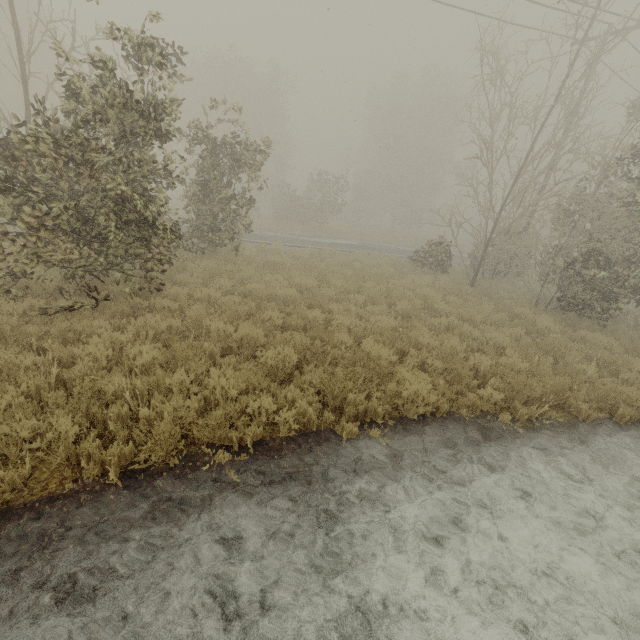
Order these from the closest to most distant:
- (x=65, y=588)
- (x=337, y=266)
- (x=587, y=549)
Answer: Answer:
1. (x=65, y=588)
2. (x=587, y=549)
3. (x=337, y=266)

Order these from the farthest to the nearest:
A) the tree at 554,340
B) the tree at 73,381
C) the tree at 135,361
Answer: the tree at 554,340, the tree at 135,361, the tree at 73,381

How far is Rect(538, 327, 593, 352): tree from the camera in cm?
846

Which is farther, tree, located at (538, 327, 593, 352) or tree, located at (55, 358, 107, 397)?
tree, located at (538, 327, 593, 352)

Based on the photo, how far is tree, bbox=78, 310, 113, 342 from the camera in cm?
526

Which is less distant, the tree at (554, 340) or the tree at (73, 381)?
the tree at (73, 381)

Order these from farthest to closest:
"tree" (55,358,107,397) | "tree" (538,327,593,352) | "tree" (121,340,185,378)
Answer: "tree" (538,327,593,352) → "tree" (121,340,185,378) → "tree" (55,358,107,397)
